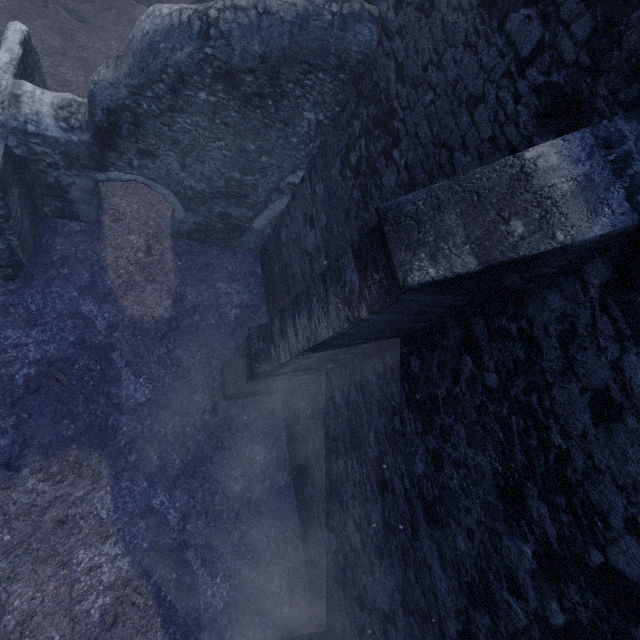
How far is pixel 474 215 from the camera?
2.0 meters
